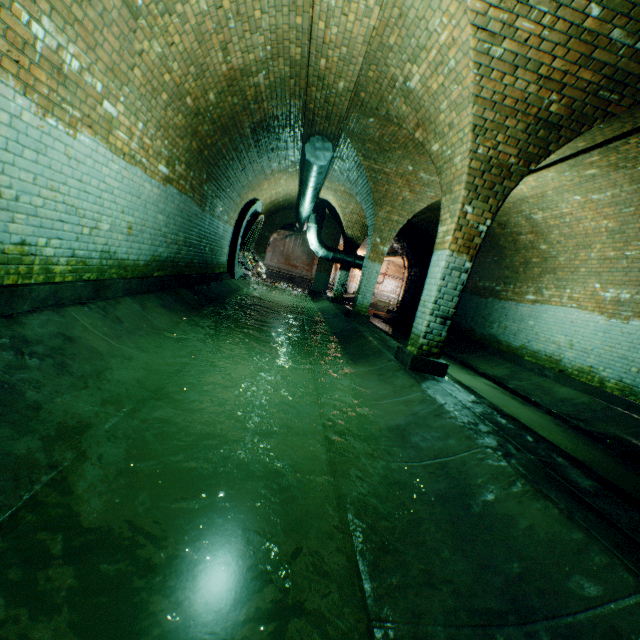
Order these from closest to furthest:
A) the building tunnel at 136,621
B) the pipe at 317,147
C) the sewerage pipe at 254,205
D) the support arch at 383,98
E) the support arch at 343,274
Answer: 1. the building tunnel at 136,621
2. the support arch at 383,98
3. the pipe at 317,147
4. the sewerage pipe at 254,205
5. the support arch at 343,274

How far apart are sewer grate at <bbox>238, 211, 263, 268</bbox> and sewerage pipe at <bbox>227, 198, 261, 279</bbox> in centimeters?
1cm

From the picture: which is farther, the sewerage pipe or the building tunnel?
the sewerage pipe

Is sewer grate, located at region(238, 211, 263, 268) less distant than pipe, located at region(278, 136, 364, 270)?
No

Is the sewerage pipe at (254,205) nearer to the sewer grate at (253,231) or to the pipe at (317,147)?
the sewer grate at (253,231)

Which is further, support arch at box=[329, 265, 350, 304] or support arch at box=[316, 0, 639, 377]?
support arch at box=[329, 265, 350, 304]

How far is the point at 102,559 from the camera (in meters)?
1.47

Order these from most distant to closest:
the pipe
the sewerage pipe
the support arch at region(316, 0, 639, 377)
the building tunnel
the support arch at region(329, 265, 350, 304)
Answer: the support arch at region(329, 265, 350, 304), the sewerage pipe, the pipe, the support arch at region(316, 0, 639, 377), the building tunnel
